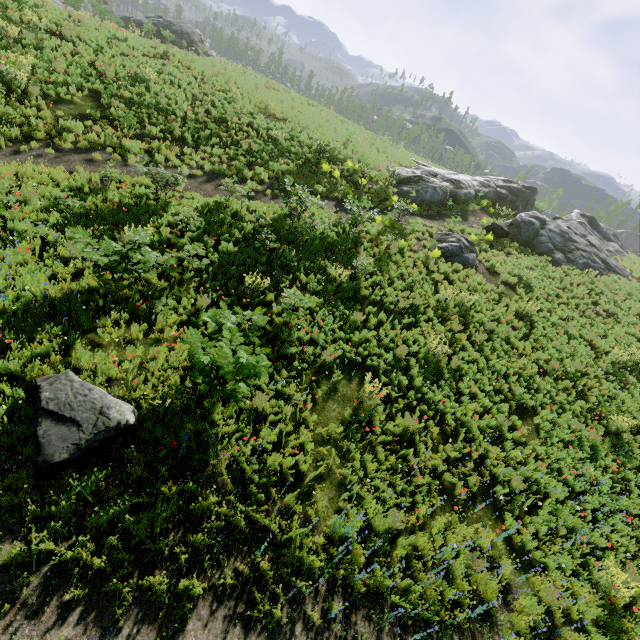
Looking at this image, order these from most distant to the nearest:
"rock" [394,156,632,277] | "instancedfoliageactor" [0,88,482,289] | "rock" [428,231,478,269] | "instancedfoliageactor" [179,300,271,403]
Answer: "rock" [394,156,632,277] < "rock" [428,231,478,269] < "instancedfoliageactor" [0,88,482,289] < "instancedfoliageactor" [179,300,271,403]

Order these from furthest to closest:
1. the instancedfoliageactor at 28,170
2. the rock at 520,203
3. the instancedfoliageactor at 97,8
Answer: the rock at 520,203
the instancedfoliageactor at 97,8
the instancedfoliageactor at 28,170

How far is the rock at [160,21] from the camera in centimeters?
3388cm

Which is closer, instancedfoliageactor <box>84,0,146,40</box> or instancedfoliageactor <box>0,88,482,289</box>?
instancedfoliageactor <box>0,88,482,289</box>

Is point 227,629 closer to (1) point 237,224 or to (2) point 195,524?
(2) point 195,524

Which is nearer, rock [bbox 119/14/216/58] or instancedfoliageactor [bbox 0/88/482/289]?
instancedfoliageactor [bbox 0/88/482/289]

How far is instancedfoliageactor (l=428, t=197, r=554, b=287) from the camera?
18.19m
